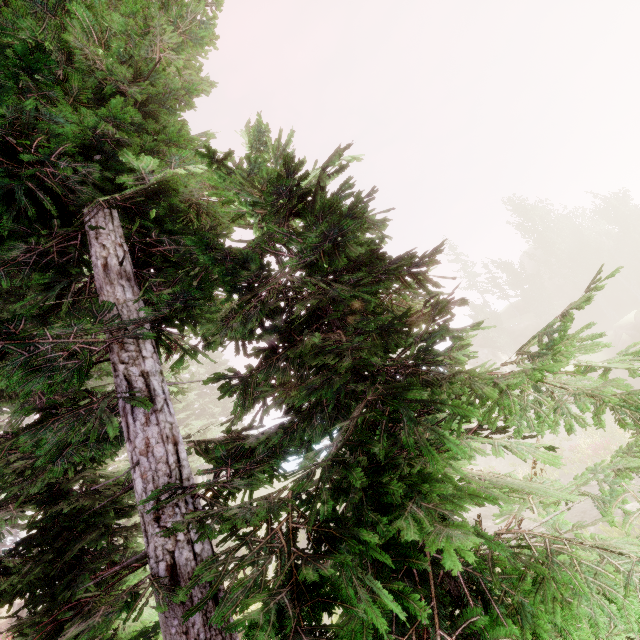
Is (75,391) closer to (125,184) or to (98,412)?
(98,412)

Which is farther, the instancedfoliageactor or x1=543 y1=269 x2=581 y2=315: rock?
x1=543 y1=269 x2=581 y2=315: rock

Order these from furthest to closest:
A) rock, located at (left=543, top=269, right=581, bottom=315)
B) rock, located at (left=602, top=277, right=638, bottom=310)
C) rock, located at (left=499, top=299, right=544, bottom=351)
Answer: rock, located at (left=543, top=269, right=581, bottom=315)
rock, located at (left=602, top=277, right=638, bottom=310)
rock, located at (left=499, top=299, right=544, bottom=351)

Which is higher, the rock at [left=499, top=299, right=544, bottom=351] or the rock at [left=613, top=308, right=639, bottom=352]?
the rock at [left=499, top=299, right=544, bottom=351]

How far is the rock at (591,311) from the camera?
42.3 meters

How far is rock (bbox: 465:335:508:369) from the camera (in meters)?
39.09

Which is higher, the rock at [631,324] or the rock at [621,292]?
the rock at [621,292]
